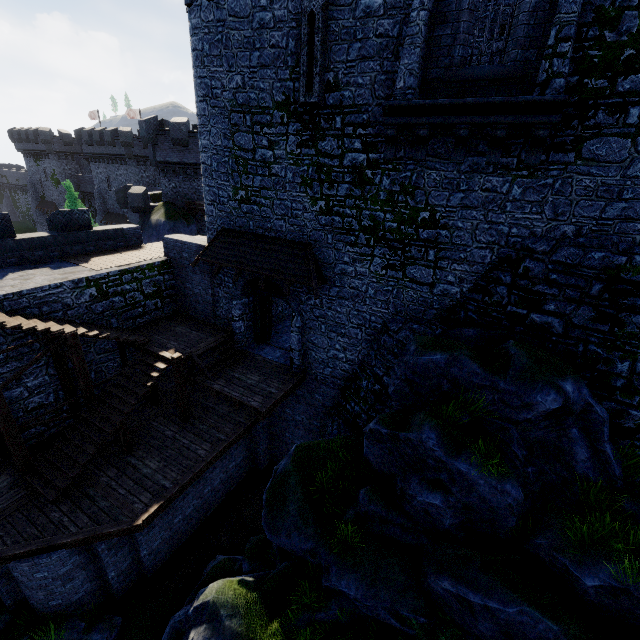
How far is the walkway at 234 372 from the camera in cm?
1205

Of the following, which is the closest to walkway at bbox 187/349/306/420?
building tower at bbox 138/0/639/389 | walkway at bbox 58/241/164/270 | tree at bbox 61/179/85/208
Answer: building tower at bbox 138/0/639/389

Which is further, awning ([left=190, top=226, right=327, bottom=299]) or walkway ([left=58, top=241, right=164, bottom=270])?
walkway ([left=58, top=241, right=164, bottom=270])

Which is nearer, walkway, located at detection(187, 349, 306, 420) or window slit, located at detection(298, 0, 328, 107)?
window slit, located at detection(298, 0, 328, 107)

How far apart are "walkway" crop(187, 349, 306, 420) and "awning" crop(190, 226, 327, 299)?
3.6 meters

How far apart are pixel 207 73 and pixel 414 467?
14.5m

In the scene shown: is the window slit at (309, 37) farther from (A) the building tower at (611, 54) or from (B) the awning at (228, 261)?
(B) the awning at (228, 261)

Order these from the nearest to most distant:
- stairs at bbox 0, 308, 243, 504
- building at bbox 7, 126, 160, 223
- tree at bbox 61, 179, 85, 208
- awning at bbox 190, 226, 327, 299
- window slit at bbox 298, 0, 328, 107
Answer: window slit at bbox 298, 0, 328, 107 < stairs at bbox 0, 308, 243, 504 < awning at bbox 190, 226, 327, 299 < tree at bbox 61, 179, 85, 208 < building at bbox 7, 126, 160, 223
